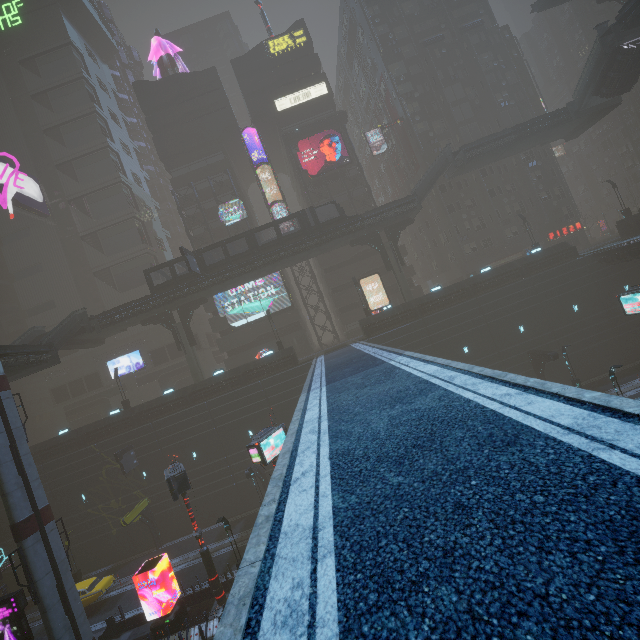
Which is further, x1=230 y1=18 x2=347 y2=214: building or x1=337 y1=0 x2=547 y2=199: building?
x1=230 y1=18 x2=347 y2=214: building

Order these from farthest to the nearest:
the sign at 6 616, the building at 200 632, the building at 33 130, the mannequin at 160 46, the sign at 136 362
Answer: the building at 33 130
the sign at 136 362
the mannequin at 160 46
the sign at 6 616
the building at 200 632

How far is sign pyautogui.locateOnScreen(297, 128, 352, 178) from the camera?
43.06m

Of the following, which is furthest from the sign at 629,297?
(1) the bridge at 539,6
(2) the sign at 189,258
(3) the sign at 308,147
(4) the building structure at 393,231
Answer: (1) the bridge at 539,6

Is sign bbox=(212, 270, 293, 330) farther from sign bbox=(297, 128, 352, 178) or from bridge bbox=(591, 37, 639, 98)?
bridge bbox=(591, 37, 639, 98)

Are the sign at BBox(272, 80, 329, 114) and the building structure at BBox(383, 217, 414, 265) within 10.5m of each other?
no

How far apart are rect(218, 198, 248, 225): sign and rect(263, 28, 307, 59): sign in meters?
21.0 m

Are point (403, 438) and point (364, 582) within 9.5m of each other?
yes
